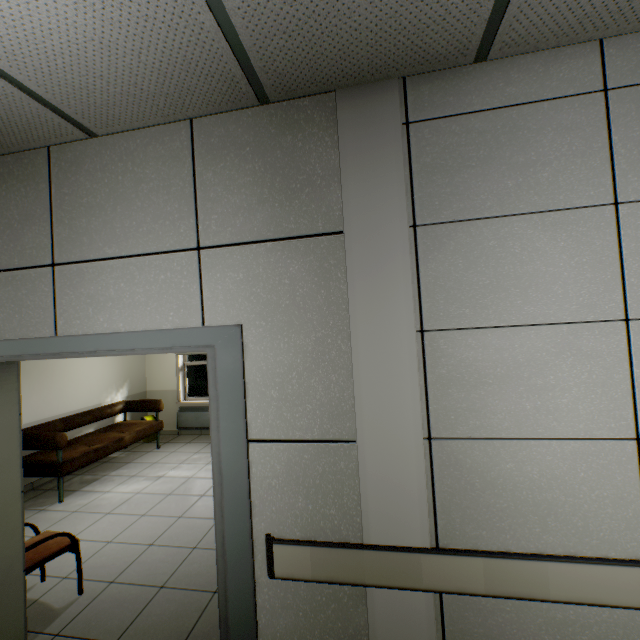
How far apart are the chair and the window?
4.2m

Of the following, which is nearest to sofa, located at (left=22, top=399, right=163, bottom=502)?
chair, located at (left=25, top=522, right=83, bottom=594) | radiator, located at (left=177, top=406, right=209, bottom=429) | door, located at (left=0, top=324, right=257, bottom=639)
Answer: radiator, located at (left=177, top=406, right=209, bottom=429)

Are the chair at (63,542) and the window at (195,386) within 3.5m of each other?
no

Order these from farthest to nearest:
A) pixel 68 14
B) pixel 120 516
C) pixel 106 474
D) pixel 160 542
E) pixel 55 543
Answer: pixel 106 474
pixel 120 516
pixel 160 542
pixel 55 543
pixel 68 14

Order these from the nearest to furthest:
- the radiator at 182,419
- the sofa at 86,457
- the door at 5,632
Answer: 1. the door at 5,632
2. the sofa at 86,457
3. the radiator at 182,419

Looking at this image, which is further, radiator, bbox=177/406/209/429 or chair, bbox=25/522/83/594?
radiator, bbox=177/406/209/429

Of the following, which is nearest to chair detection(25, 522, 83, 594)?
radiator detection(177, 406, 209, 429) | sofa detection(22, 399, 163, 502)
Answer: sofa detection(22, 399, 163, 502)

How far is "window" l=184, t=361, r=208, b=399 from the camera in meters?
7.2
